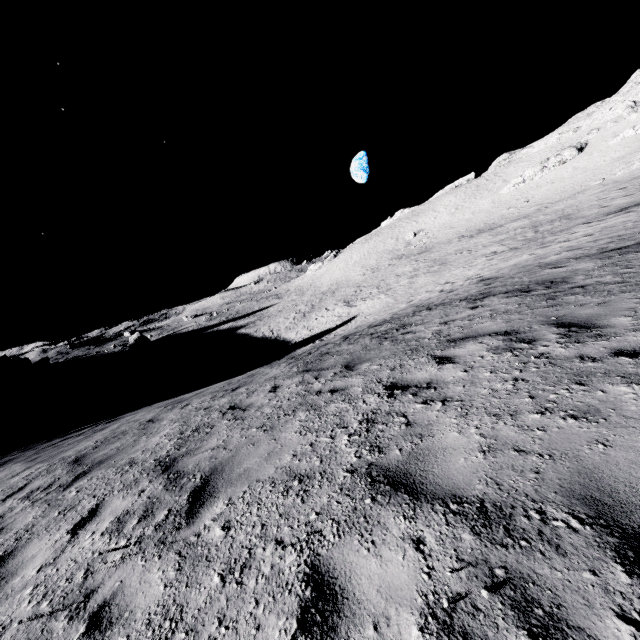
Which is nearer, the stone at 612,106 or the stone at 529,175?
the stone at 612,106

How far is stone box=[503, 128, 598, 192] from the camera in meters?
52.4

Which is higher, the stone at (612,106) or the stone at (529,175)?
the stone at (612,106)

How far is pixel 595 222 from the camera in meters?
Result: 20.0

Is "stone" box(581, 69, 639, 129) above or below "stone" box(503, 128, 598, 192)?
above

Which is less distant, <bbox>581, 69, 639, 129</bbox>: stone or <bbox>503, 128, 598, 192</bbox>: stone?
<bbox>581, 69, 639, 129</bbox>: stone
